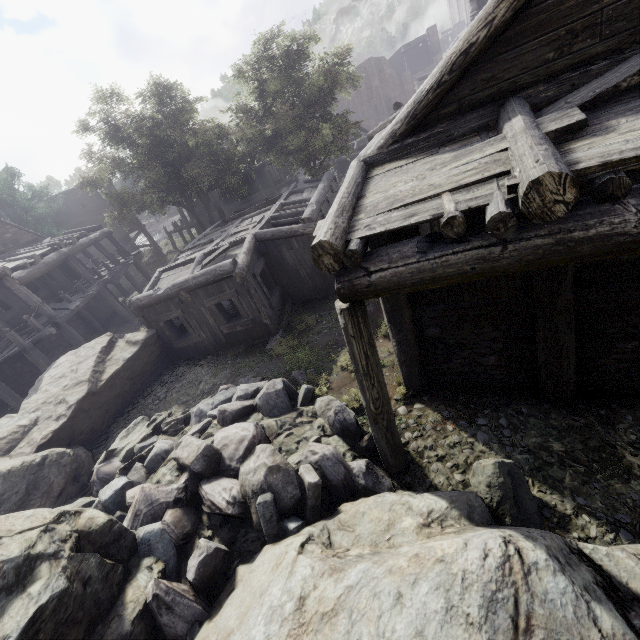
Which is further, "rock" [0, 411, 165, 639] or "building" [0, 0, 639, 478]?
"rock" [0, 411, 165, 639]

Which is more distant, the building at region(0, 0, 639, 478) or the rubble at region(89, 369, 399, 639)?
the rubble at region(89, 369, 399, 639)

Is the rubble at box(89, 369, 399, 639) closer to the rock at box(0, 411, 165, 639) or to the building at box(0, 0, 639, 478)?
the rock at box(0, 411, 165, 639)

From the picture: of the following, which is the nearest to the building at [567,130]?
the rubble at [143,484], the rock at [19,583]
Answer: the rock at [19,583]

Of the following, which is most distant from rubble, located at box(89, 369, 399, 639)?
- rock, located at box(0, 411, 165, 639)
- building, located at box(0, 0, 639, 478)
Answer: building, located at box(0, 0, 639, 478)

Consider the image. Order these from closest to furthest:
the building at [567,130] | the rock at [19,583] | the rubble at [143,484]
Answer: the building at [567,130] → the rock at [19,583] → the rubble at [143,484]

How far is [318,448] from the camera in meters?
5.7 m
